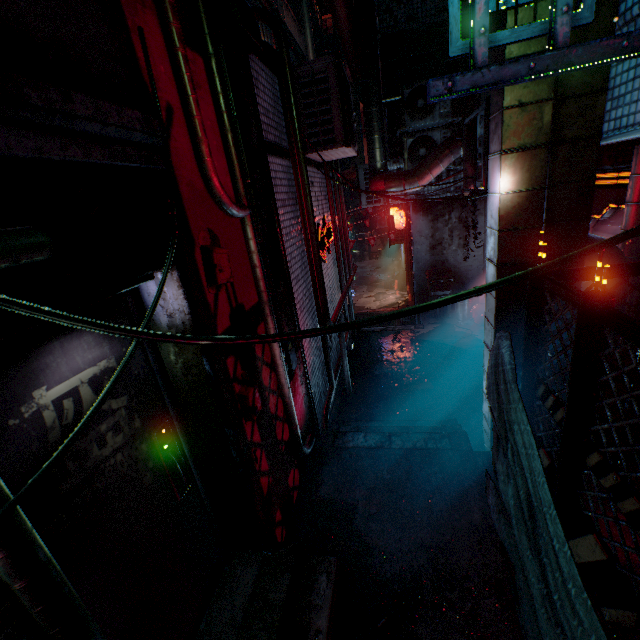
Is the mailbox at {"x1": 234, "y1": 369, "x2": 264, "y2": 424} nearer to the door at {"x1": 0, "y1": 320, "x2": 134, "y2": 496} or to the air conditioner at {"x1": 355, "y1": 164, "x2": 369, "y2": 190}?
the door at {"x1": 0, "y1": 320, "x2": 134, "y2": 496}

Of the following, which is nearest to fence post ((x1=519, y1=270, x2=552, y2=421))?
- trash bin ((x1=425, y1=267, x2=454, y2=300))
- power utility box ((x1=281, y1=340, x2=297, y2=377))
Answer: power utility box ((x1=281, y1=340, x2=297, y2=377))

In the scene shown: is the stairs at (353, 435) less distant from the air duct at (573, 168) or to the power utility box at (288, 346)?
the air duct at (573, 168)

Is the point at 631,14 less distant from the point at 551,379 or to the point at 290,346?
the point at 551,379

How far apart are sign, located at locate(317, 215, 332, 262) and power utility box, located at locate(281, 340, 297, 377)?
1.40m

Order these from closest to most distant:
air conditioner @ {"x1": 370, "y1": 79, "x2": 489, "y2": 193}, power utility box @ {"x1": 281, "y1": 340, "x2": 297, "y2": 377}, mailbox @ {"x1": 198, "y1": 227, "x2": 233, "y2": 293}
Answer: mailbox @ {"x1": 198, "y1": 227, "x2": 233, "y2": 293} → power utility box @ {"x1": 281, "y1": 340, "x2": 297, "y2": 377} → air conditioner @ {"x1": 370, "y1": 79, "x2": 489, "y2": 193}

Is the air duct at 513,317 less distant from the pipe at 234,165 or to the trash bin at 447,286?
the pipe at 234,165

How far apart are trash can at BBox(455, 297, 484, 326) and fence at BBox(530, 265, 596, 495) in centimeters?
410cm
